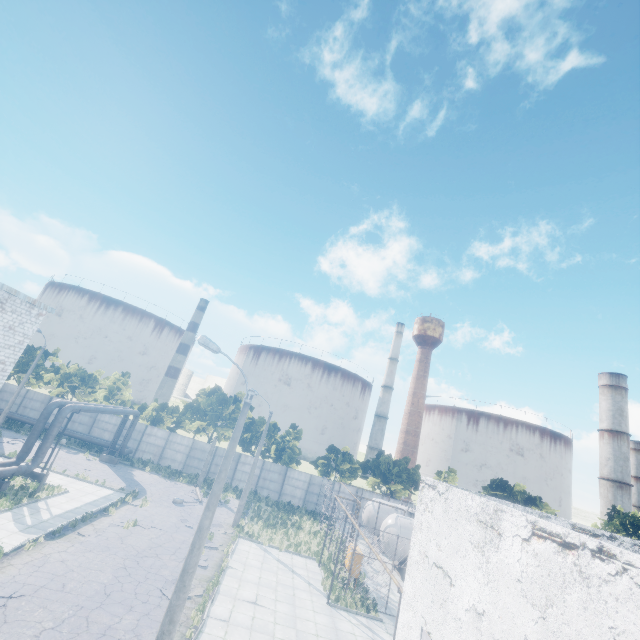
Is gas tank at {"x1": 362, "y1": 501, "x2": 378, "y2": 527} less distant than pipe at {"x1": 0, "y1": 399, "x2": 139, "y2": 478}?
No

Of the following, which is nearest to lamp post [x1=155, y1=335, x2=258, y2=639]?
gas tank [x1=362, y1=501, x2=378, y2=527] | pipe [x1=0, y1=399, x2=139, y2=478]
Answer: pipe [x1=0, y1=399, x2=139, y2=478]

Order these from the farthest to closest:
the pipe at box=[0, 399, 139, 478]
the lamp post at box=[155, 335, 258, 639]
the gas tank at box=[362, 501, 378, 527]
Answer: the gas tank at box=[362, 501, 378, 527], the pipe at box=[0, 399, 139, 478], the lamp post at box=[155, 335, 258, 639]

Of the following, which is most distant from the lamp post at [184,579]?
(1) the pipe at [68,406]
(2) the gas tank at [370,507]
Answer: (2) the gas tank at [370,507]

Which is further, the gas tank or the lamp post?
the gas tank

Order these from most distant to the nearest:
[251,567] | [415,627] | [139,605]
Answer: [251,567], [139,605], [415,627]

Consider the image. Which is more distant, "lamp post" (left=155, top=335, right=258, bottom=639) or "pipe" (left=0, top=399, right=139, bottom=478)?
"pipe" (left=0, top=399, right=139, bottom=478)
